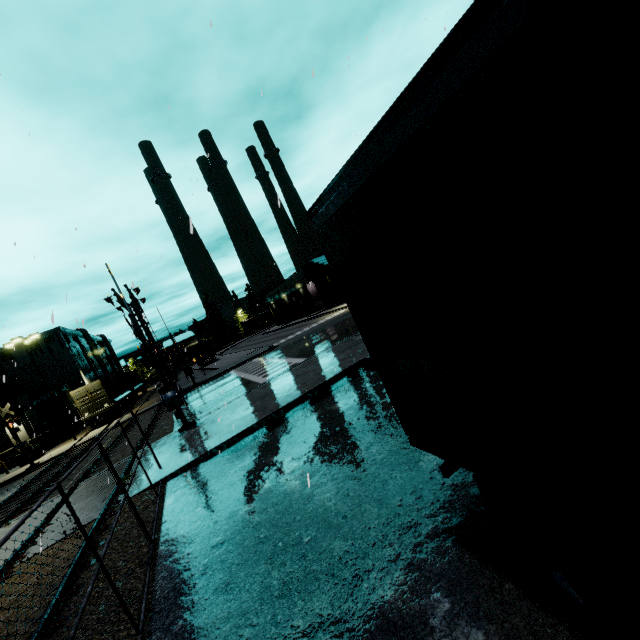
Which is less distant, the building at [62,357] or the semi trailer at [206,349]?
Result: the semi trailer at [206,349]

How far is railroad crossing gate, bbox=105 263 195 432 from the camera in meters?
12.4

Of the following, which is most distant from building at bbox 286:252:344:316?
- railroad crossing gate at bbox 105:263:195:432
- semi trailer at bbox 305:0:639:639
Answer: railroad crossing gate at bbox 105:263:195:432

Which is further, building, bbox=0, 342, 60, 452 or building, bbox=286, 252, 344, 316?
building, bbox=286, 252, 344, 316

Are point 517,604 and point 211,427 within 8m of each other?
no

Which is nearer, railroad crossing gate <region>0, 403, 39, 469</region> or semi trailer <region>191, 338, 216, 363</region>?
railroad crossing gate <region>0, 403, 39, 469</region>

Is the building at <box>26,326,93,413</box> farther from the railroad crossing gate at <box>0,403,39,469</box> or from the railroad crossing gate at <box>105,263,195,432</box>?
the railroad crossing gate at <box>105,263,195,432</box>

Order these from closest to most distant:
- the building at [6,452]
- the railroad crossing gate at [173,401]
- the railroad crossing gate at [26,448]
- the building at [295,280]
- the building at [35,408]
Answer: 1. the railroad crossing gate at [173,401]
2. the railroad crossing gate at [26,448]
3. the building at [6,452]
4. the building at [35,408]
5. the building at [295,280]
